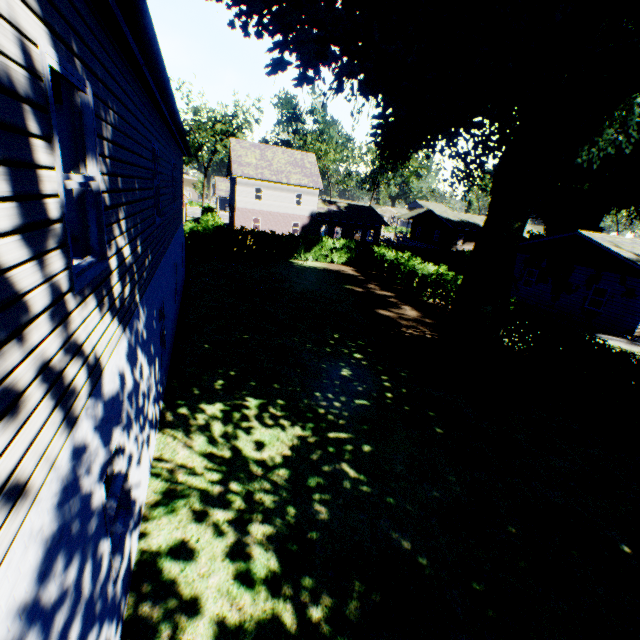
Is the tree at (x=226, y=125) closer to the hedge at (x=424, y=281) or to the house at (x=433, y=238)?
the hedge at (x=424, y=281)

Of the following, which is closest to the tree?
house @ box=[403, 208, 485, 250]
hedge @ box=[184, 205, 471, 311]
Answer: hedge @ box=[184, 205, 471, 311]

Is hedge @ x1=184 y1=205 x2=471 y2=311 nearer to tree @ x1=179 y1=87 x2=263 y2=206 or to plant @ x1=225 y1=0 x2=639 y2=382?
tree @ x1=179 y1=87 x2=263 y2=206

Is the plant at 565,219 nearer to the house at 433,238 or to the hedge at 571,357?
the hedge at 571,357

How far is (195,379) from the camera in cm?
950

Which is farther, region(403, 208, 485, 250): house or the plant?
region(403, 208, 485, 250): house

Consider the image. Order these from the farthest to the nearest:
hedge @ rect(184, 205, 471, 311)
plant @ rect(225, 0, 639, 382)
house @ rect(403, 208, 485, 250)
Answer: house @ rect(403, 208, 485, 250) → hedge @ rect(184, 205, 471, 311) → plant @ rect(225, 0, 639, 382)

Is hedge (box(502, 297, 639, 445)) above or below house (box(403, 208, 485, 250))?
below
